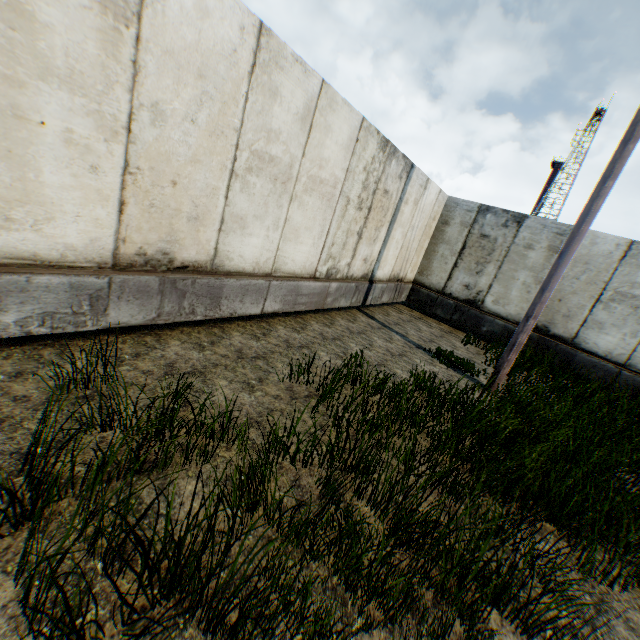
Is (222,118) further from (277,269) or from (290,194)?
(277,269)
